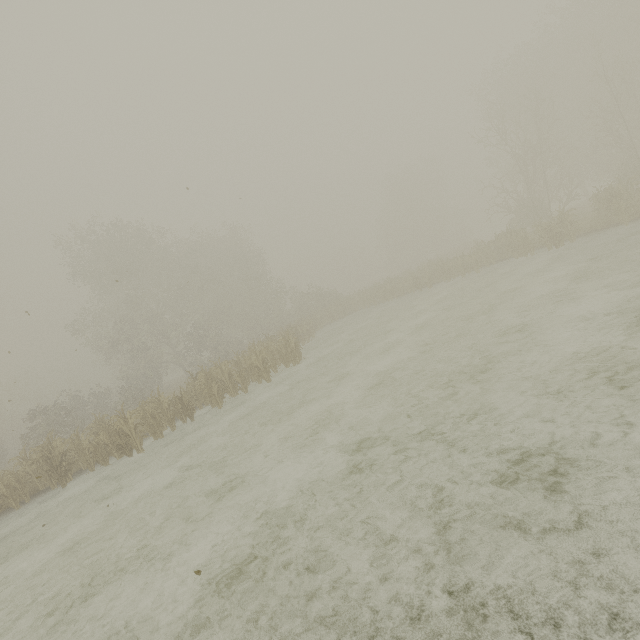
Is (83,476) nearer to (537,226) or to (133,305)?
(133,305)
